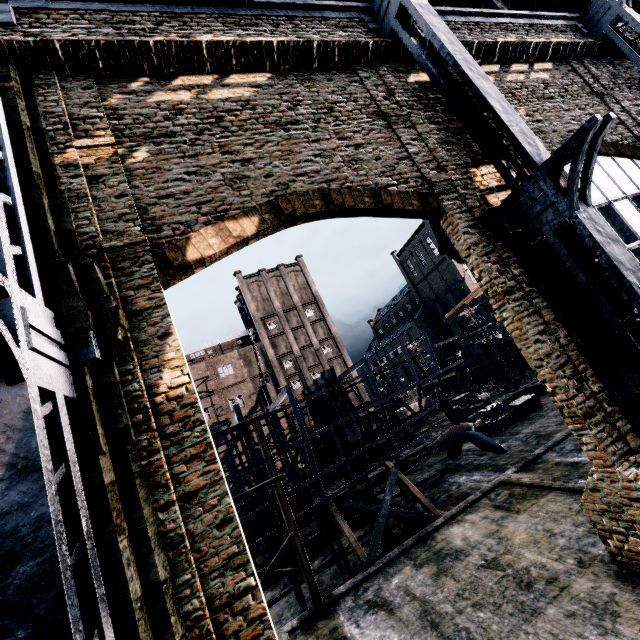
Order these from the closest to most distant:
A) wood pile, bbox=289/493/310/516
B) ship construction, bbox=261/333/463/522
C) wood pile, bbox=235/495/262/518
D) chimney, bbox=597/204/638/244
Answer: ship construction, bbox=261/333/463/522, chimney, bbox=597/204/638/244, wood pile, bbox=235/495/262/518, wood pile, bbox=289/493/310/516

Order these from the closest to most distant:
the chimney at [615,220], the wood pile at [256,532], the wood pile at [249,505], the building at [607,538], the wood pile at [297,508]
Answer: the building at [607,538] < the chimney at [615,220] < the wood pile at [256,532] < the wood pile at [249,505] < the wood pile at [297,508]

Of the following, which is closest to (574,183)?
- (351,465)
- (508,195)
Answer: (508,195)

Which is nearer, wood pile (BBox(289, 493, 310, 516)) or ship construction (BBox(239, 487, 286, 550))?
ship construction (BBox(239, 487, 286, 550))

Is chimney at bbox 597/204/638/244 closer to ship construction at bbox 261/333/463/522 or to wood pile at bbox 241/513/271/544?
ship construction at bbox 261/333/463/522

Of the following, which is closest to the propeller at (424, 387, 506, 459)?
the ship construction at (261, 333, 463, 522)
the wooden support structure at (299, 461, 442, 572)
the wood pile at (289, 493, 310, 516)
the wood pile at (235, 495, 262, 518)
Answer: the ship construction at (261, 333, 463, 522)

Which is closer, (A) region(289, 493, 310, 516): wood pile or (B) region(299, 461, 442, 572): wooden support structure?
(B) region(299, 461, 442, 572): wooden support structure

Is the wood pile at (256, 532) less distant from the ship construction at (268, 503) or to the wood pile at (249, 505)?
the wood pile at (249, 505)
